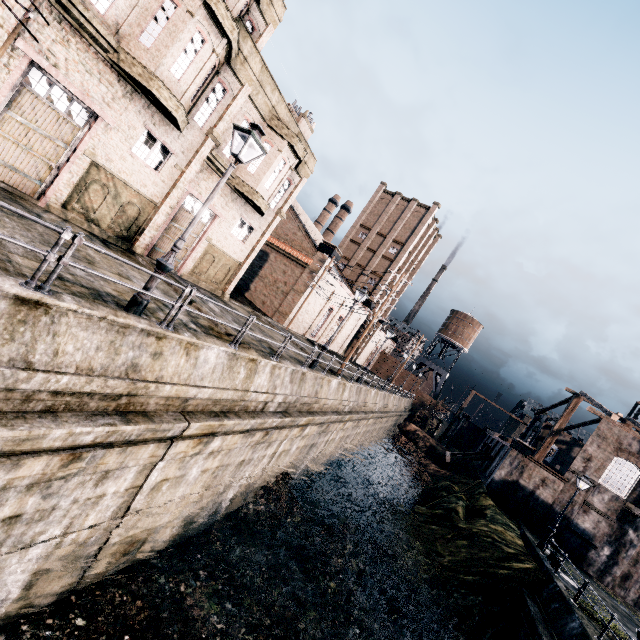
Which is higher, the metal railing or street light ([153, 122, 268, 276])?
street light ([153, 122, 268, 276])

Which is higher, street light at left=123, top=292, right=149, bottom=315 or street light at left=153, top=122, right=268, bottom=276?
street light at left=153, top=122, right=268, bottom=276

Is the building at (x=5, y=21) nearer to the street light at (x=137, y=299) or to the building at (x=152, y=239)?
the building at (x=152, y=239)

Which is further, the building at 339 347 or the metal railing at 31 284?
the building at 339 347

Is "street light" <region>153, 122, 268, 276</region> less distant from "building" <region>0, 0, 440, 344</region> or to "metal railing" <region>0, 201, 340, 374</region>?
"metal railing" <region>0, 201, 340, 374</region>

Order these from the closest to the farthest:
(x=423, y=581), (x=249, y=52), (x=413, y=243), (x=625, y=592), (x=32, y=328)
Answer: (x=32, y=328) < (x=249, y=52) < (x=423, y=581) < (x=625, y=592) < (x=413, y=243)

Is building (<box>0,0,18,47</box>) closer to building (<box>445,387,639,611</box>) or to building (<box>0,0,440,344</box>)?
building (<box>0,0,440,344</box>)

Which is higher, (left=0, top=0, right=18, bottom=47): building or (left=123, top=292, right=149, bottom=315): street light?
(left=0, top=0, right=18, bottom=47): building
